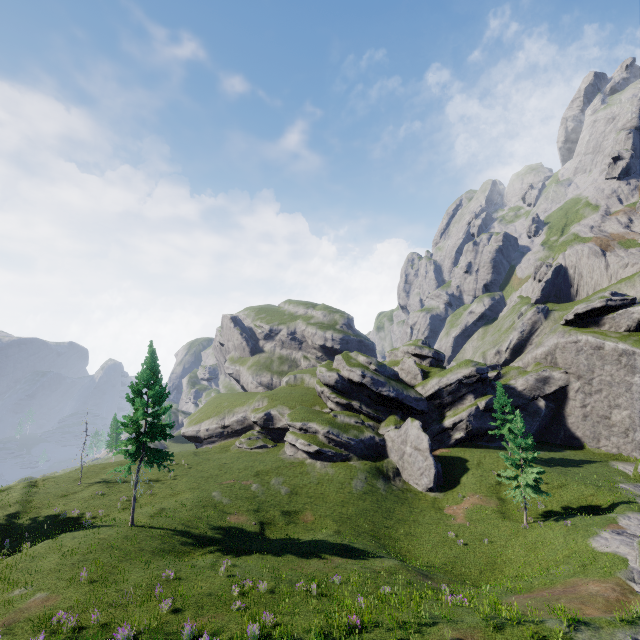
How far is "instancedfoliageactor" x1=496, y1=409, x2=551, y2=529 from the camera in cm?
3102

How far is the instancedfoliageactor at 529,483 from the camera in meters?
31.0 m

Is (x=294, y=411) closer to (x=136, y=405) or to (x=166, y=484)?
(x=166, y=484)
